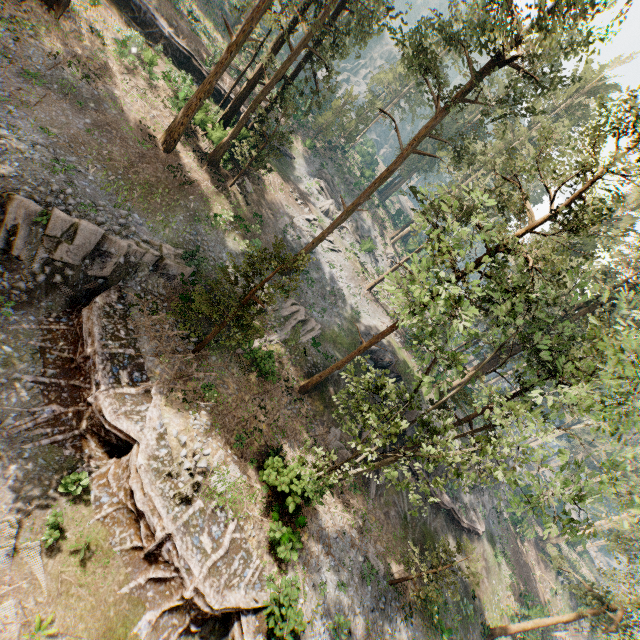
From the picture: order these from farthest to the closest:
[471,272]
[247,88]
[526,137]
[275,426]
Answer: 1. [526,137]
2. [247,88]
3. [275,426]
4. [471,272]

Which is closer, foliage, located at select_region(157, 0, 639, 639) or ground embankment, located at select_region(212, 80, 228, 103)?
foliage, located at select_region(157, 0, 639, 639)

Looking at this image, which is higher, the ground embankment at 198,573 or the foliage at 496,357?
the foliage at 496,357

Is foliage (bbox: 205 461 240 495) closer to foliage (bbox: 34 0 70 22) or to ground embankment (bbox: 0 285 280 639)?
ground embankment (bbox: 0 285 280 639)

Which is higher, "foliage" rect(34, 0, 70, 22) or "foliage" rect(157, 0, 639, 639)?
"foliage" rect(157, 0, 639, 639)

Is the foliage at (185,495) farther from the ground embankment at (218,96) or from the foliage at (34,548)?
the ground embankment at (218,96)

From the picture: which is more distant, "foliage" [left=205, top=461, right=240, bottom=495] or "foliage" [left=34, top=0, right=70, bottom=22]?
"foliage" [left=34, top=0, right=70, bottom=22]

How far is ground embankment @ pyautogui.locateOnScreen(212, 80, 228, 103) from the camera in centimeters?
3491cm
